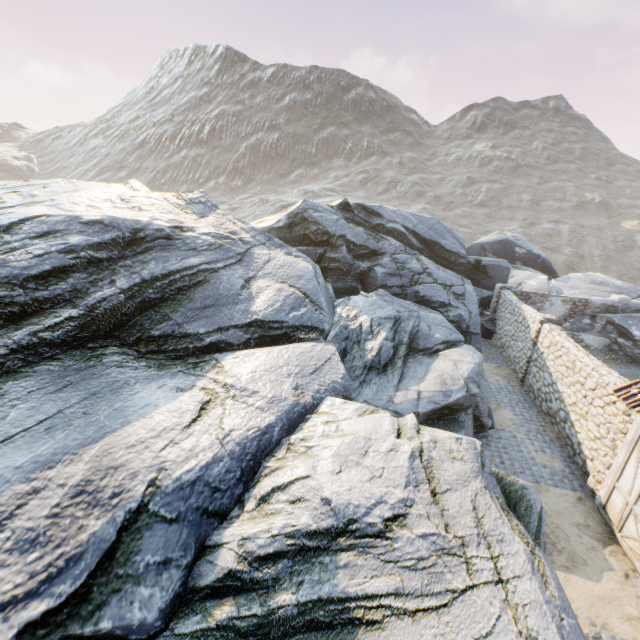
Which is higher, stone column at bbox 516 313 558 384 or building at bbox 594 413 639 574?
stone column at bbox 516 313 558 384

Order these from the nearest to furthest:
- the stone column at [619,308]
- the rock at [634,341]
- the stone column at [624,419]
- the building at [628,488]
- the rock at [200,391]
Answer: the rock at [200,391] → the building at [628,488] → the stone column at [624,419] → the rock at [634,341] → the stone column at [619,308]

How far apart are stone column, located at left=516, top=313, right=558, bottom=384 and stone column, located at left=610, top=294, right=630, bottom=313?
8.18m

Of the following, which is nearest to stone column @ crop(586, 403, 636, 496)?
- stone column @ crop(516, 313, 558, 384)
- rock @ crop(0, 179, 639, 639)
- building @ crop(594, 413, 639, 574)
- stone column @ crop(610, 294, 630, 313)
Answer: building @ crop(594, 413, 639, 574)

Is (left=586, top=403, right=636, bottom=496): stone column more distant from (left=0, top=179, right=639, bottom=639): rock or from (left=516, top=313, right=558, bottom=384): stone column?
(left=516, top=313, right=558, bottom=384): stone column

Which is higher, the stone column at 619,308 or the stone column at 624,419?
the stone column at 619,308

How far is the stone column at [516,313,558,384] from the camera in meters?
13.4

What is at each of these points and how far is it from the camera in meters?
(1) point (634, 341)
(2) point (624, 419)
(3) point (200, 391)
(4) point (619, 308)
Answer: (1) rock, 17.5 m
(2) stone column, 8.2 m
(3) rock, 6.8 m
(4) stone column, 18.3 m
